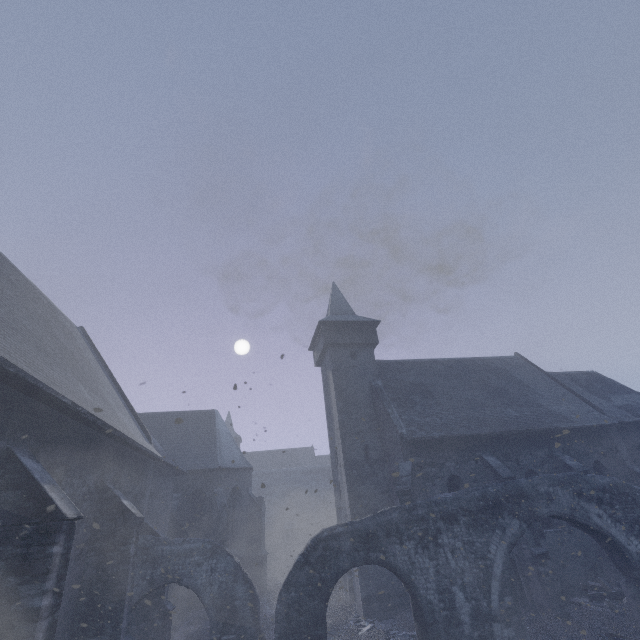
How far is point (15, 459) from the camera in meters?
5.6 m

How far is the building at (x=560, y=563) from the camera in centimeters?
1282cm

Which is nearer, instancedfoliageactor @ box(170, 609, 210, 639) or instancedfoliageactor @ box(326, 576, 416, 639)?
instancedfoliageactor @ box(326, 576, 416, 639)

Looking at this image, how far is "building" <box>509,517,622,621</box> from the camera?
12.8m

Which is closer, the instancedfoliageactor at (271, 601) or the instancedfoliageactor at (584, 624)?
the instancedfoliageactor at (584, 624)

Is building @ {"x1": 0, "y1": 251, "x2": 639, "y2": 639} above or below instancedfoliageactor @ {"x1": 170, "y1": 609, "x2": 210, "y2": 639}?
above
